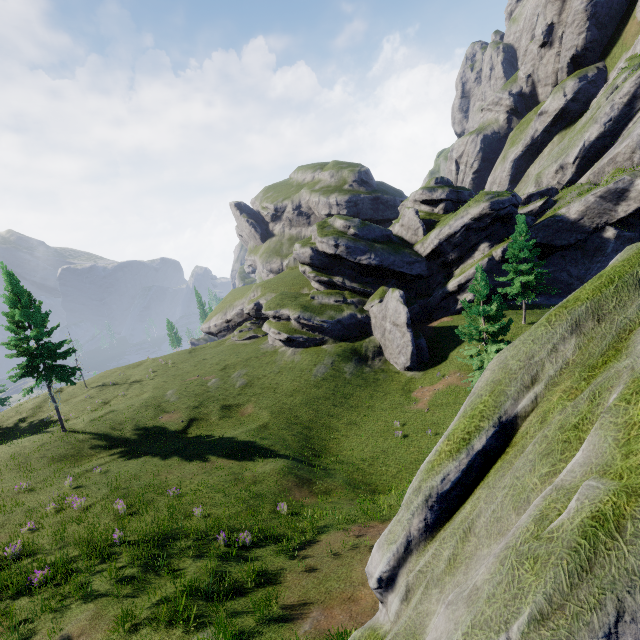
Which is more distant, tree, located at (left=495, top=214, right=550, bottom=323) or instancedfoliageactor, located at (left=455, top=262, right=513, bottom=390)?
tree, located at (left=495, top=214, right=550, bottom=323)

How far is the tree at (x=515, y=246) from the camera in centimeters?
2931cm

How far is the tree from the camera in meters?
29.3

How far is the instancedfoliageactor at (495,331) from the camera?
20.88m

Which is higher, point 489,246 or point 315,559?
point 489,246

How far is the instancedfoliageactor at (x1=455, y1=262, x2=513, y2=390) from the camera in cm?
2088
